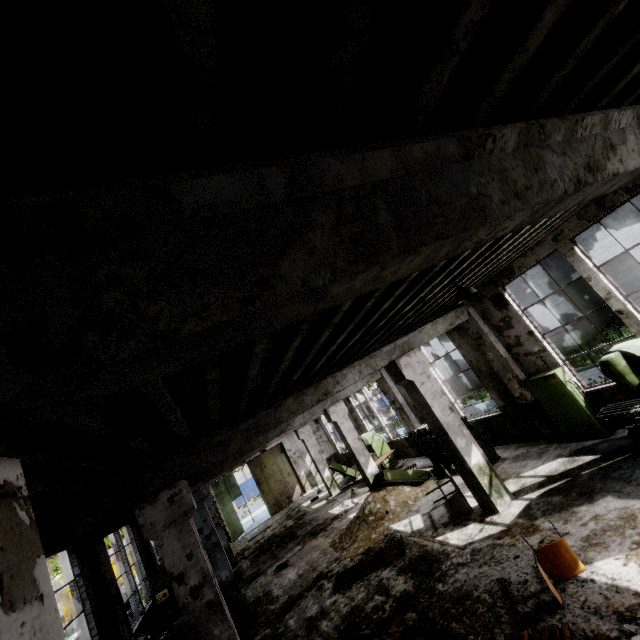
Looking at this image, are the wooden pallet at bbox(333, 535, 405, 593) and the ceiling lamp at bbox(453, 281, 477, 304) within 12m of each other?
yes

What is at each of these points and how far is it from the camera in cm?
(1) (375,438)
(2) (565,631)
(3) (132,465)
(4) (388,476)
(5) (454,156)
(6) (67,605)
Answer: (1) band saw, 1611
(2) wooden pallet, 376
(3) ceiling lamp, 331
(4) cabinet, 1105
(5) column beam, 147
(6) garbage container, 3067

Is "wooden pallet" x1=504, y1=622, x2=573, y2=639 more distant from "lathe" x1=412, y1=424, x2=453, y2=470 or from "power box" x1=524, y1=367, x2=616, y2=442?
"lathe" x1=412, y1=424, x2=453, y2=470

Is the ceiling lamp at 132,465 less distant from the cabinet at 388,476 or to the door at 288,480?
the cabinet at 388,476

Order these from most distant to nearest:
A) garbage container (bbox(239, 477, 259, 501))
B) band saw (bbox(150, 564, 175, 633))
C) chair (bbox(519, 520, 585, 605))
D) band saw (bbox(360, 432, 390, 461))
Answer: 1. garbage container (bbox(239, 477, 259, 501))
2. band saw (bbox(360, 432, 390, 461))
3. band saw (bbox(150, 564, 175, 633))
4. chair (bbox(519, 520, 585, 605))

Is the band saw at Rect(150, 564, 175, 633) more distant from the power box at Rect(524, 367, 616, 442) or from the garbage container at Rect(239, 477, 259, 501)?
the garbage container at Rect(239, 477, 259, 501)

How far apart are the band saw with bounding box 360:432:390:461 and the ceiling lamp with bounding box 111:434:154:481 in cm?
1324

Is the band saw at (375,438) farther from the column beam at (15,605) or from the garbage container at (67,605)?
the garbage container at (67,605)
